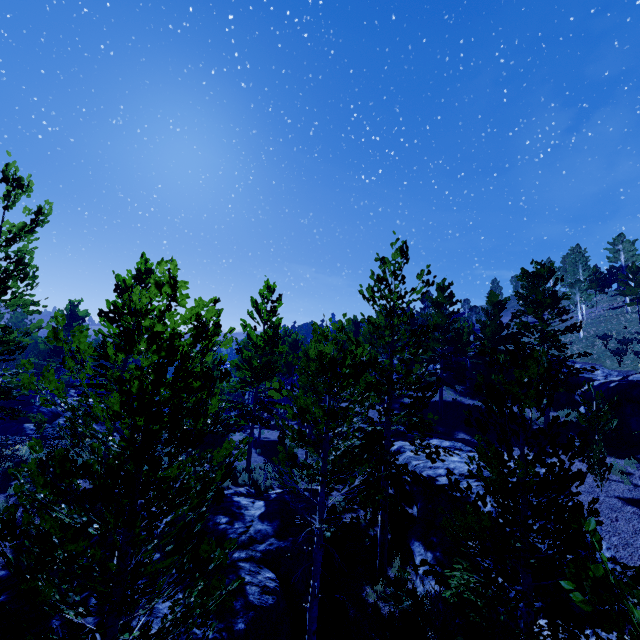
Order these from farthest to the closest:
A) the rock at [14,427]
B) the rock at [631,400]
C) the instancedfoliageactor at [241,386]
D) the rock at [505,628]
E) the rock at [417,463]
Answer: the rock at [14,427]
the rock at [631,400]
the rock at [417,463]
the rock at [505,628]
the instancedfoliageactor at [241,386]

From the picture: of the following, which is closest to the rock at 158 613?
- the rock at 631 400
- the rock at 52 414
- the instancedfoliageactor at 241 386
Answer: the instancedfoliageactor at 241 386

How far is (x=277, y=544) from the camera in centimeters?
981cm

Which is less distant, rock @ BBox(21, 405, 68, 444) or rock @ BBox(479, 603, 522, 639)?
rock @ BBox(479, 603, 522, 639)

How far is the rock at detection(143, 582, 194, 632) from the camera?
7.31m

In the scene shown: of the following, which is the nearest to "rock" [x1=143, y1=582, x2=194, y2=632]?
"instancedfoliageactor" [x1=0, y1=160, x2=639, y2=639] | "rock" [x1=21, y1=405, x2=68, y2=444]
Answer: "instancedfoliageactor" [x1=0, y1=160, x2=639, y2=639]

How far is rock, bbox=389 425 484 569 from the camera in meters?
11.4

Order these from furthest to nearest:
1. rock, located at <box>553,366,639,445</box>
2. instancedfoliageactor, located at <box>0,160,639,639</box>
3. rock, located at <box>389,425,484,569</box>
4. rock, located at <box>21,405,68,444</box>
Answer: rock, located at <box>21,405,68,444</box> → rock, located at <box>553,366,639,445</box> → rock, located at <box>389,425,484,569</box> → instancedfoliageactor, located at <box>0,160,639,639</box>
